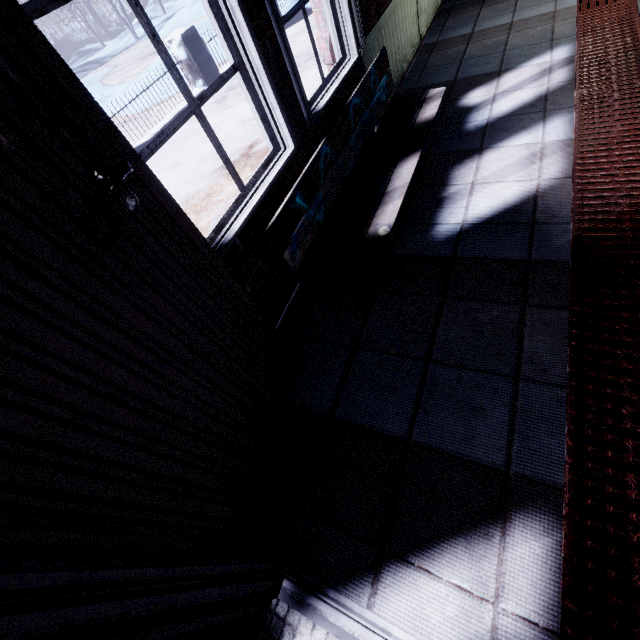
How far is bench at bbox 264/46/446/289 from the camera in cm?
163

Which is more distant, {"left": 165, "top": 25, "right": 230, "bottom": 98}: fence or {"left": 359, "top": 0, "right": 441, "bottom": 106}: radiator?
{"left": 165, "top": 25, "right": 230, "bottom": 98}: fence

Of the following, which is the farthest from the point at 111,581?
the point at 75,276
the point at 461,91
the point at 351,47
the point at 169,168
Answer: the point at 169,168

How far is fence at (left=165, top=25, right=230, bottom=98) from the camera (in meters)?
5.39

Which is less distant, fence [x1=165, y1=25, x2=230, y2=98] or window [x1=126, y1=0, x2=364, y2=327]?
window [x1=126, y1=0, x2=364, y2=327]

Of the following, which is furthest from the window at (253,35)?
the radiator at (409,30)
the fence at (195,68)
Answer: the fence at (195,68)

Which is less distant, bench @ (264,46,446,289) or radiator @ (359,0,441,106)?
bench @ (264,46,446,289)

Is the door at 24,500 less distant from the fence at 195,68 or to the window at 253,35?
the window at 253,35
